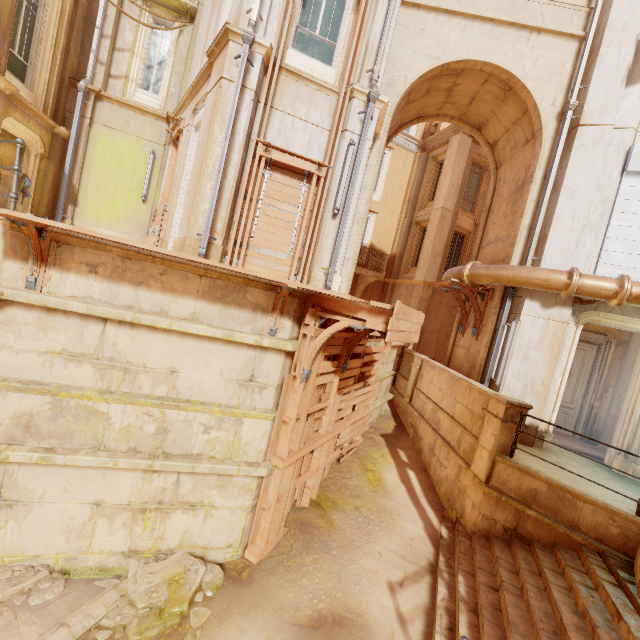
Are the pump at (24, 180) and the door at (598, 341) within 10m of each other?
no

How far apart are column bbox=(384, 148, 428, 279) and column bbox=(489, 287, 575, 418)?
11.0m

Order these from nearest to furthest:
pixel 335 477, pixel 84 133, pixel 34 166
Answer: pixel 335 477
pixel 34 166
pixel 84 133

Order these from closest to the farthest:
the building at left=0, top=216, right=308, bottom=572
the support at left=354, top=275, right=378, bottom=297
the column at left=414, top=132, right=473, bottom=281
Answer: the building at left=0, top=216, right=308, bottom=572
the column at left=414, top=132, right=473, bottom=281
the support at left=354, top=275, right=378, bottom=297

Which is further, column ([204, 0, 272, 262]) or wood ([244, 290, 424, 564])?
column ([204, 0, 272, 262])

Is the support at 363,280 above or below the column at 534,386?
above

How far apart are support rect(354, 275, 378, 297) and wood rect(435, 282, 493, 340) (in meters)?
8.11

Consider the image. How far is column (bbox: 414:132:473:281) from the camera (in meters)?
16.58
